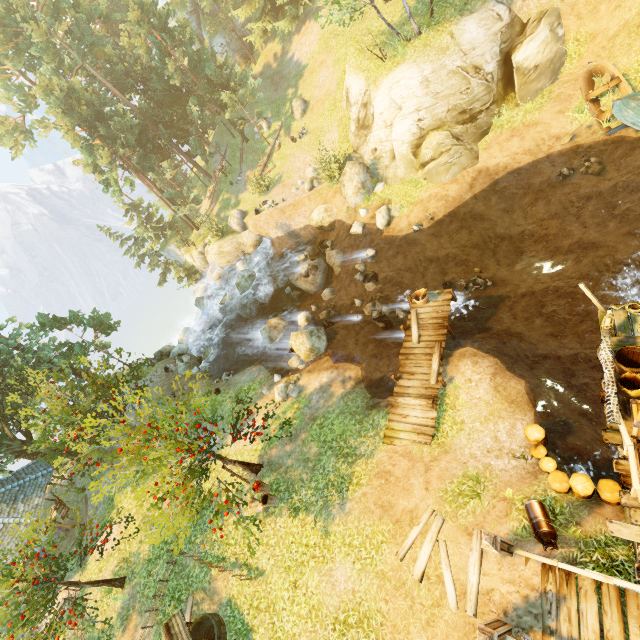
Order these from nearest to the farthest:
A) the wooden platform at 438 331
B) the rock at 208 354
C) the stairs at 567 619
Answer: the stairs at 567 619, the wooden platform at 438 331, the rock at 208 354

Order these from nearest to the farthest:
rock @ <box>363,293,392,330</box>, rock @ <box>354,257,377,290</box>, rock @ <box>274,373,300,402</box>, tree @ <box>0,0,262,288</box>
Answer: rock @ <box>274,373,300,402</box> → rock @ <box>363,293,392,330</box> → rock @ <box>354,257,377,290</box> → tree @ <box>0,0,262,288</box>

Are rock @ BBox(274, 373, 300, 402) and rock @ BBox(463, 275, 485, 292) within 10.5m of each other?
yes

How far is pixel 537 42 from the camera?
17.0 meters

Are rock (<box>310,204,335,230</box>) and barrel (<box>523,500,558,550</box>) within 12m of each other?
no

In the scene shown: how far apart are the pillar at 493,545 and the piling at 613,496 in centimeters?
185cm

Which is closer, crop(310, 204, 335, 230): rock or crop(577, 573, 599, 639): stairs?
crop(577, 573, 599, 639): stairs

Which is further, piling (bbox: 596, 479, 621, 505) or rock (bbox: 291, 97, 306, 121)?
rock (bbox: 291, 97, 306, 121)
